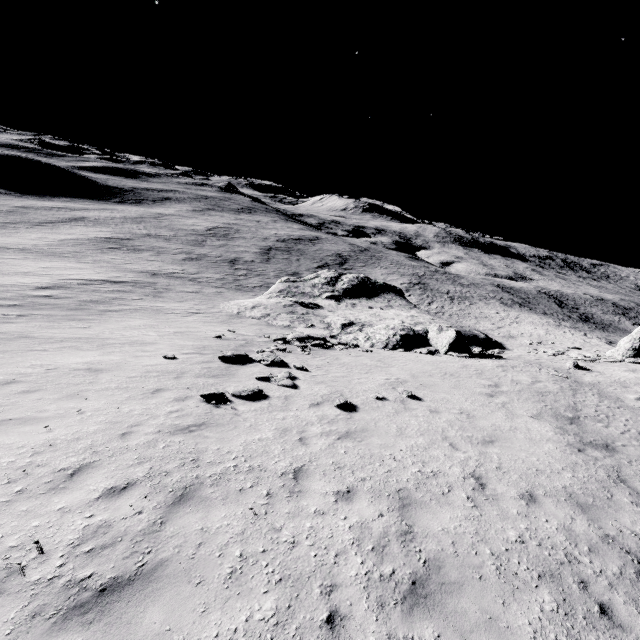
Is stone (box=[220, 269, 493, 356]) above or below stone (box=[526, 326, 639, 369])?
below

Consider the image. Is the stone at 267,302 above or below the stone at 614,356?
below

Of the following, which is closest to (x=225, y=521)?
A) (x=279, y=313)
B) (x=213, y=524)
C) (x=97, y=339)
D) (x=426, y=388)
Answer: (x=213, y=524)

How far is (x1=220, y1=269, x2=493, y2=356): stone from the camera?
23.5m

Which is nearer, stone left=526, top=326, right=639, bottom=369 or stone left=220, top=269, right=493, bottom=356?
stone left=526, top=326, right=639, bottom=369

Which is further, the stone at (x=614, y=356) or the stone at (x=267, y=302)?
the stone at (x=267, y=302)
